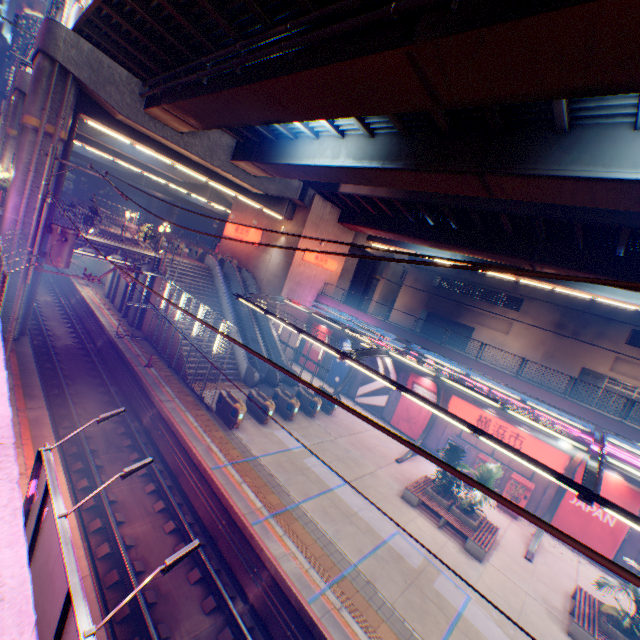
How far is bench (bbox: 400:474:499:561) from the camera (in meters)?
13.58

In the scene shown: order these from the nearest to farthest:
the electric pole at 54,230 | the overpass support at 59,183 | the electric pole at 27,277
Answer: the electric pole at 54,230 < the electric pole at 27,277 < the overpass support at 59,183

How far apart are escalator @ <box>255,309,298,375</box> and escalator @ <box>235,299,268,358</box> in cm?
135

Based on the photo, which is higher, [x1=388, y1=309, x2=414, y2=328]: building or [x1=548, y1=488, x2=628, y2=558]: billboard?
[x1=388, y1=309, x2=414, y2=328]: building

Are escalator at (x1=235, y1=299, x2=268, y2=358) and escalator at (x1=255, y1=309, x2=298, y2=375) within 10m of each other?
yes

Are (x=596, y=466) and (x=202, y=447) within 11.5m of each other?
no

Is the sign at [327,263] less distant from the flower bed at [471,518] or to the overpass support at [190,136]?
the overpass support at [190,136]

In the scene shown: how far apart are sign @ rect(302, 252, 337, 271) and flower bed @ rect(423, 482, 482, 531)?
20.36m
